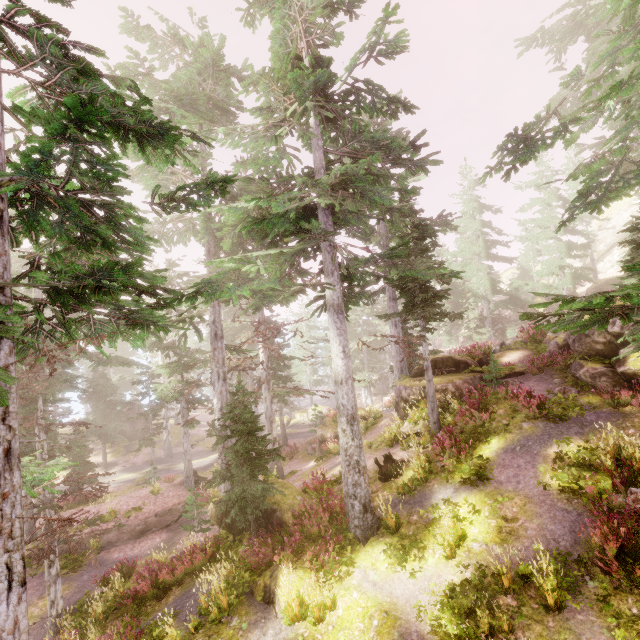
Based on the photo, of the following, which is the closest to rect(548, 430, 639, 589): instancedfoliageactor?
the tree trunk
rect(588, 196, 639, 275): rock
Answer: rect(588, 196, 639, 275): rock

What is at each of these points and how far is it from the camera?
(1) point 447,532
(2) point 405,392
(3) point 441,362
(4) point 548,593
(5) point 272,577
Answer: (1) instancedfoliageactor, 8.9 meters
(2) rock, 17.6 meters
(3) rock, 18.4 meters
(4) instancedfoliageactor, 6.6 meters
(5) rock, 9.3 meters

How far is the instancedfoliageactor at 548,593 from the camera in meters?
6.5 m

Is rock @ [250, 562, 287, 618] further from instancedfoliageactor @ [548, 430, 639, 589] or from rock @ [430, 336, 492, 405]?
rock @ [430, 336, 492, 405]

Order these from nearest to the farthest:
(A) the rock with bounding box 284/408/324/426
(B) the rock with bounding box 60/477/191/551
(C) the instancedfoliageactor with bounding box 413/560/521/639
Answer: (C) the instancedfoliageactor with bounding box 413/560/521/639 → (B) the rock with bounding box 60/477/191/551 → (A) the rock with bounding box 284/408/324/426

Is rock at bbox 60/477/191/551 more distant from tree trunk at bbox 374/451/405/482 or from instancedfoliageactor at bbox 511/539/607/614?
tree trunk at bbox 374/451/405/482

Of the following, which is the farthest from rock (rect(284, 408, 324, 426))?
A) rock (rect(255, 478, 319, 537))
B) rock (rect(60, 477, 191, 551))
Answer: rock (rect(60, 477, 191, 551))

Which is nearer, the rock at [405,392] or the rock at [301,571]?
the rock at [301,571]
